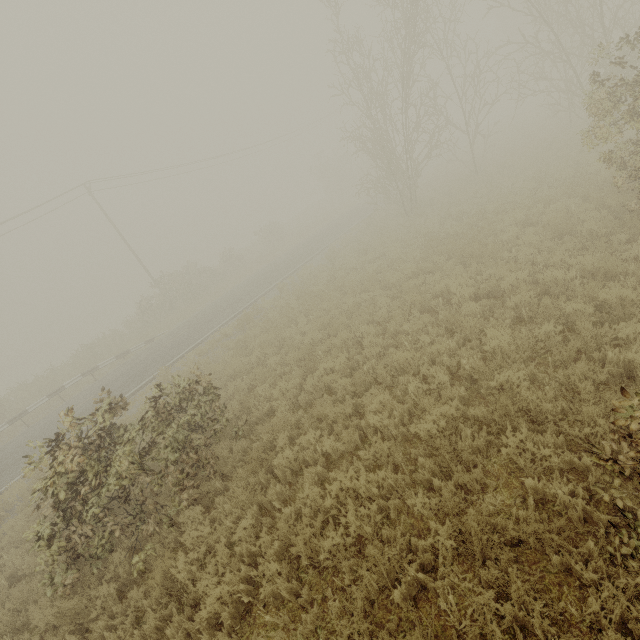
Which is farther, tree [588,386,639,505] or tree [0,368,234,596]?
tree [0,368,234,596]

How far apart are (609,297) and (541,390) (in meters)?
2.24

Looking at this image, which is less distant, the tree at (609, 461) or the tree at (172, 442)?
the tree at (609, 461)
